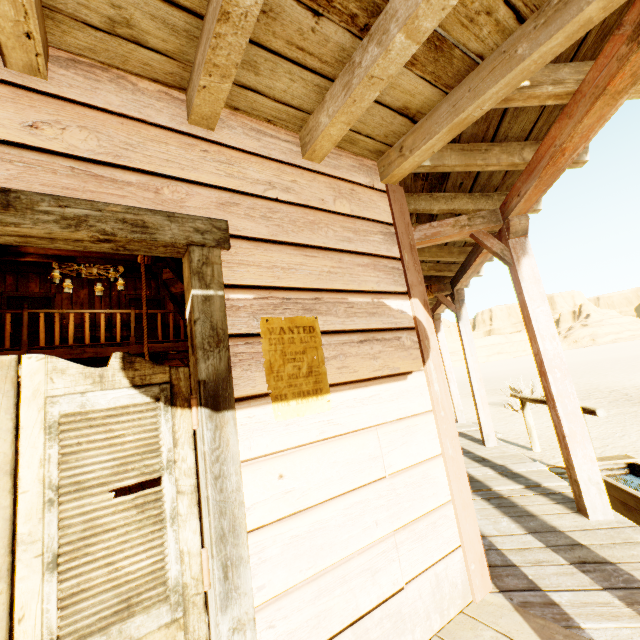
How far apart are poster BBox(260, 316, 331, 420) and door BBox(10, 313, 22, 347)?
11.19m

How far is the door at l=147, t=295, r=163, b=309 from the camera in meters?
11.5 m

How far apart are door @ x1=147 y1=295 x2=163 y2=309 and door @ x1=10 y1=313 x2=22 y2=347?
1.8 meters

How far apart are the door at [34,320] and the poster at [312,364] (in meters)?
11.19

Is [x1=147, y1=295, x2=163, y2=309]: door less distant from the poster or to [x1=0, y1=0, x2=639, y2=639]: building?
[x1=0, y1=0, x2=639, y2=639]: building

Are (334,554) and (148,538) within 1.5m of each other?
yes

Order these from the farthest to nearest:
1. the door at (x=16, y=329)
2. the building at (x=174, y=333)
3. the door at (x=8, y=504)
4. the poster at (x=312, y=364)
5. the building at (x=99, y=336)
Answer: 1. the door at (x=16, y=329)
2. the building at (x=99, y=336)
3. the building at (x=174, y=333)
4. the poster at (x=312, y=364)
5. the door at (x=8, y=504)

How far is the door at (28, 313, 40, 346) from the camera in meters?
9.6 m
